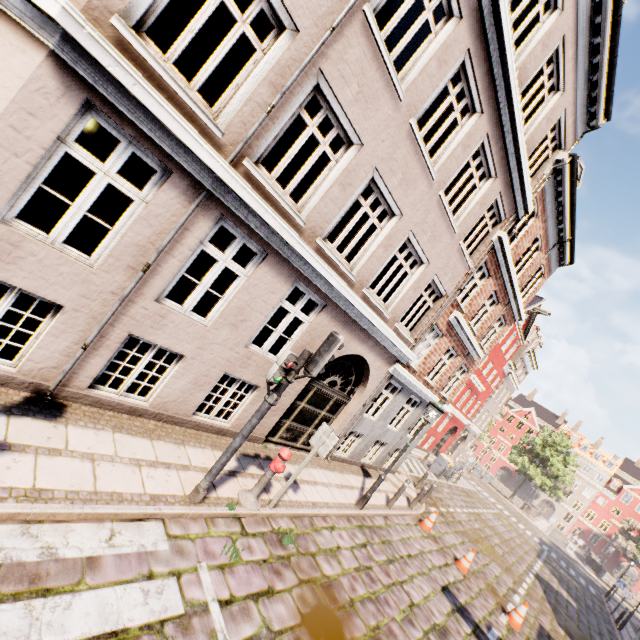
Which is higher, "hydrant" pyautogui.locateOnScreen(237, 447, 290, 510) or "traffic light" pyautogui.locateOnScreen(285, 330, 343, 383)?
"traffic light" pyautogui.locateOnScreen(285, 330, 343, 383)

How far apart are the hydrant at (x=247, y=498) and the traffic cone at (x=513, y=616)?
8.98m

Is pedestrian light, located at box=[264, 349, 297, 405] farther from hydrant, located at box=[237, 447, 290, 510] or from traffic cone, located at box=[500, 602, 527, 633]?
traffic cone, located at box=[500, 602, 527, 633]

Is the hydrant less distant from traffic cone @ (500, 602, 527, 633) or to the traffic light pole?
the traffic light pole

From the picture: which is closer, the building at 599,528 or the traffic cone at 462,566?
the traffic cone at 462,566

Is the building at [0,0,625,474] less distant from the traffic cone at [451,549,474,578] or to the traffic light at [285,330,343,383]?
the traffic light at [285,330,343,383]

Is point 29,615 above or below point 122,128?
below

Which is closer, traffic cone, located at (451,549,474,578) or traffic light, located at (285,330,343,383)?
traffic light, located at (285,330,343,383)
